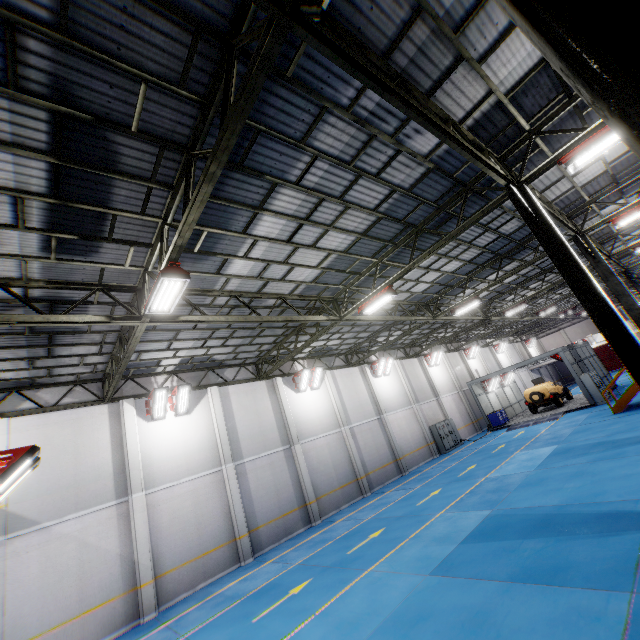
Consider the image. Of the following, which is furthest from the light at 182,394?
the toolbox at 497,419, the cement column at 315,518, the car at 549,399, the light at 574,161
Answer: the car at 549,399

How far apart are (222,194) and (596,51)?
6.80m

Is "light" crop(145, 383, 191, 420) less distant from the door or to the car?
the car

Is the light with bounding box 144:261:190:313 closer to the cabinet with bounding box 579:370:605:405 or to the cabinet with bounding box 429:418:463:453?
the cabinet with bounding box 429:418:463:453

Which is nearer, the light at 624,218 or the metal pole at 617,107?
the metal pole at 617,107

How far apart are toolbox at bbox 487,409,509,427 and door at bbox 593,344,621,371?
31.6 meters

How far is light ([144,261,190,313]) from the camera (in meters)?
6.75

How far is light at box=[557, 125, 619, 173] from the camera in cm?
719
